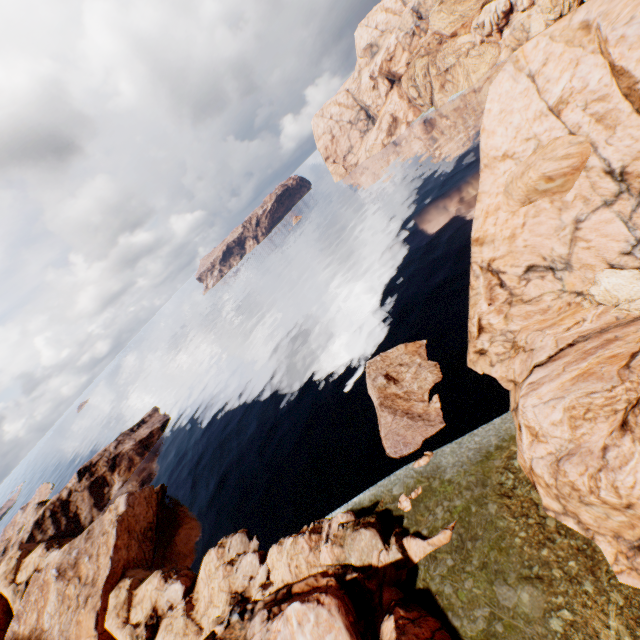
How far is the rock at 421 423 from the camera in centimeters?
3058cm

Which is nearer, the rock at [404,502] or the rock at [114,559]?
the rock at [114,559]

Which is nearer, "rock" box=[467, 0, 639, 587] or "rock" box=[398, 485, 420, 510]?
"rock" box=[467, 0, 639, 587]

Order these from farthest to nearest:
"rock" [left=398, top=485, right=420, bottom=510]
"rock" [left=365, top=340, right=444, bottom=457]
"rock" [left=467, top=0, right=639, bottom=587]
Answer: "rock" [left=365, top=340, right=444, bottom=457]
"rock" [left=398, top=485, right=420, bottom=510]
"rock" [left=467, top=0, right=639, bottom=587]

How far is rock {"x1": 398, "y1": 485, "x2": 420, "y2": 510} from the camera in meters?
25.3 m

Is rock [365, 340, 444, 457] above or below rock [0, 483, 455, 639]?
below

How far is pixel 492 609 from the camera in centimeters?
1659cm
